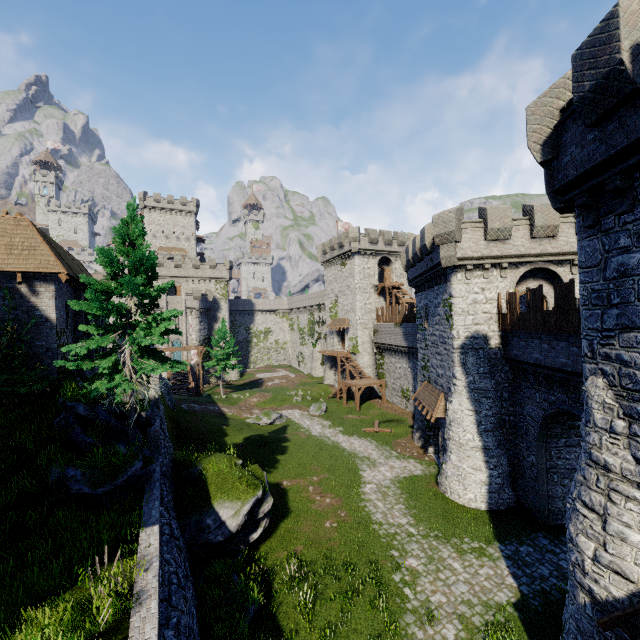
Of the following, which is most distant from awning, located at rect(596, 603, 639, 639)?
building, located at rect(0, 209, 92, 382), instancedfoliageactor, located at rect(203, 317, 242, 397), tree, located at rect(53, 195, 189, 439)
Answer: instancedfoliageactor, located at rect(203, 317, 242, 397)

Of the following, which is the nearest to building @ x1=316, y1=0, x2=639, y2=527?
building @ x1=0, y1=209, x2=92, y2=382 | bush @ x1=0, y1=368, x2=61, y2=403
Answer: building @ x1=0, y1=209, x2=92, y2=382

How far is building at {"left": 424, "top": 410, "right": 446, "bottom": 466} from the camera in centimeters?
2211cm

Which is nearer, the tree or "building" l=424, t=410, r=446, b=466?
the tree

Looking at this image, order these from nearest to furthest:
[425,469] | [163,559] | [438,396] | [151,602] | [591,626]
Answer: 1. [151,602]
2. [591,626]
3. [163,559]
4. [438,396]
5. [425,469]

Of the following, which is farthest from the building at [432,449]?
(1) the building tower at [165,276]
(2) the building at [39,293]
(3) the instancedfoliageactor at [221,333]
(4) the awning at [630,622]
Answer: (1) the building tower at [165,276]

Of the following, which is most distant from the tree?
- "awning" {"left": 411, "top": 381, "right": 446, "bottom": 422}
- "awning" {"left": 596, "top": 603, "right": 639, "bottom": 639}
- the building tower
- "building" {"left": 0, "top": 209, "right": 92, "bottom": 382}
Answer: the building tower

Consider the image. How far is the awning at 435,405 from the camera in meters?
21.0 m
